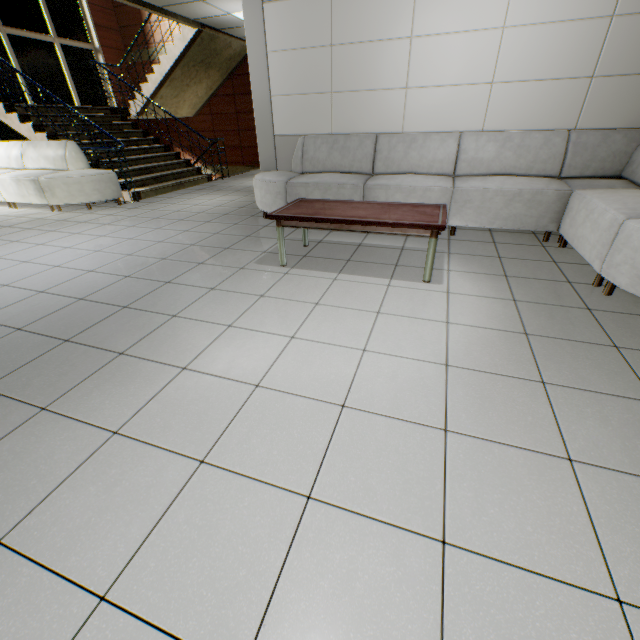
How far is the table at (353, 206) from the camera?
2.7 meters

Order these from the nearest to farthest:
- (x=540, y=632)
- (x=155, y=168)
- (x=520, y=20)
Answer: (x=540, y=632), (x=520, y=20), (x=155, y=168)

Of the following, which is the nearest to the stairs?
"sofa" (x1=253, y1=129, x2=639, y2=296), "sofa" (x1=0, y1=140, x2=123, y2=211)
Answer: "sofa" (x1=0, y1=140, x2=123, y2=211)

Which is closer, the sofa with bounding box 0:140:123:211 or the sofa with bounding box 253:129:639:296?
the sofa with bounding box 253:129:639:296

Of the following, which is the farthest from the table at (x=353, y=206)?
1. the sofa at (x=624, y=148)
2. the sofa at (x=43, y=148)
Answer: the sofa at (x=43, y=148)

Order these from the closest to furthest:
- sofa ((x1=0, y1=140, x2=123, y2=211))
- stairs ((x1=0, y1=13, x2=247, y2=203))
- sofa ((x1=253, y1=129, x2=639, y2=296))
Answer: sofa ((x1=253, y1=129, x2=639, y2=296)), sofa ((x1=0, y1=140, x2=123, y2=211)), stairs ((x1=0, y1=13, x2=247, y2=203))

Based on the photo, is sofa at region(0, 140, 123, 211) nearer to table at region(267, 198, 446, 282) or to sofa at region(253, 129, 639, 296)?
sofa at region(253, 129, 639, 296)

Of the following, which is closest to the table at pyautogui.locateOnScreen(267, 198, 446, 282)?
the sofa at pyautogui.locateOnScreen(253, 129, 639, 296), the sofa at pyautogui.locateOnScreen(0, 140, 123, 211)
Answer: the sofa at pyautogui.locateOnScreen(253, 129, 639, 296)
